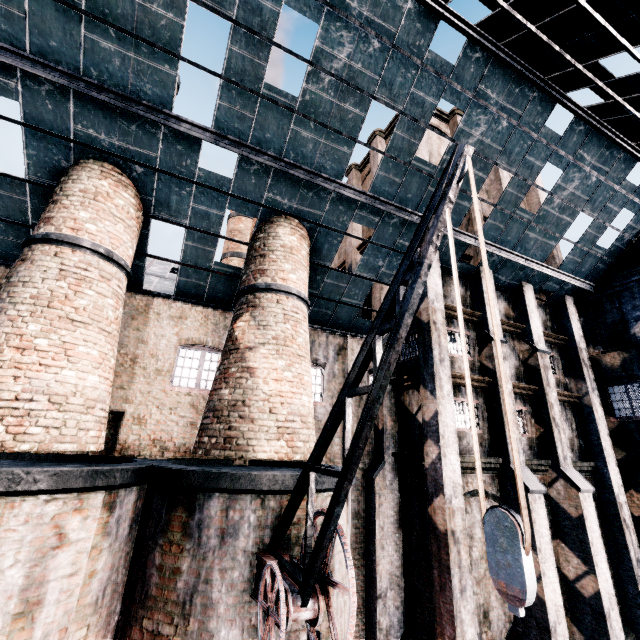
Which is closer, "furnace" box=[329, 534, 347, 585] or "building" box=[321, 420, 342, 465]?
"furnace" box=[329, 534, 347, 585]

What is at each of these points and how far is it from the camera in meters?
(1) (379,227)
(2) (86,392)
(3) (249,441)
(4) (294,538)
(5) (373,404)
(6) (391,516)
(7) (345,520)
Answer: (1) building, 13.6 m
(2) chimney, 8.3 m
(3) chimney, 8.8 m
(4) furnace, 7.6 m
(5) crane, 4.6 m
(6) building, 13.5 m
(7) furnace, 9.0 m

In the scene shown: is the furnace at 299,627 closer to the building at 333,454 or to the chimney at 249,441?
the building at 333,454

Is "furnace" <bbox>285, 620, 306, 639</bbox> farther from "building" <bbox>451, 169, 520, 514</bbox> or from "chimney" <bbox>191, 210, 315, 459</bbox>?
"chimney" <bbox>191, 210, 315, 459</bbox>

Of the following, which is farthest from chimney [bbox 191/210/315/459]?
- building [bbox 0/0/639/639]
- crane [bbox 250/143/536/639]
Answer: crane [bbox 250/143/536/639]

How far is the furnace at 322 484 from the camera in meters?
8.2

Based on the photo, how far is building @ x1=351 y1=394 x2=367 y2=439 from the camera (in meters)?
14.87

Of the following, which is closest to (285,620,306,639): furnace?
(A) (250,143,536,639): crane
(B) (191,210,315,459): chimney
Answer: (A) (250,143,536,639): crane
